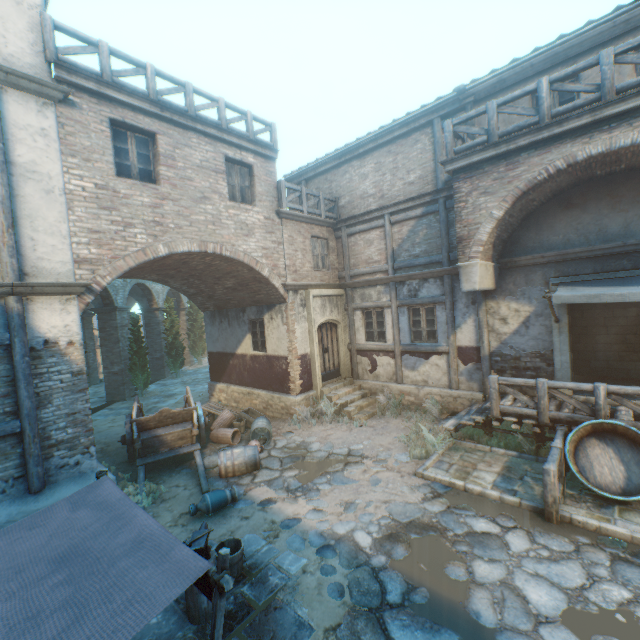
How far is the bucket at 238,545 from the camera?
4.86m

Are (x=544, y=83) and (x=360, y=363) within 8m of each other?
no

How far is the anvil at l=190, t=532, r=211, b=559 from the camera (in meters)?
4.20

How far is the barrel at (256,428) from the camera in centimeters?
973cm

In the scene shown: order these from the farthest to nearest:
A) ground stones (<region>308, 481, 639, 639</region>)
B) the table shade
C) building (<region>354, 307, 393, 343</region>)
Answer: building (<region>354, 307, 393, 343</region>) < ground stones (<region>308, 481, 639, 639</region>) < the table shade

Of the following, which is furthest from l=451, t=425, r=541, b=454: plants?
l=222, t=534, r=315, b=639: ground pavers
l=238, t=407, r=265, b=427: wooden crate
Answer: l=238, t=407, r=265, b=427: wooden crate

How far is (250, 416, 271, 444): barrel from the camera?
9.7 meters

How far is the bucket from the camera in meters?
4.9
